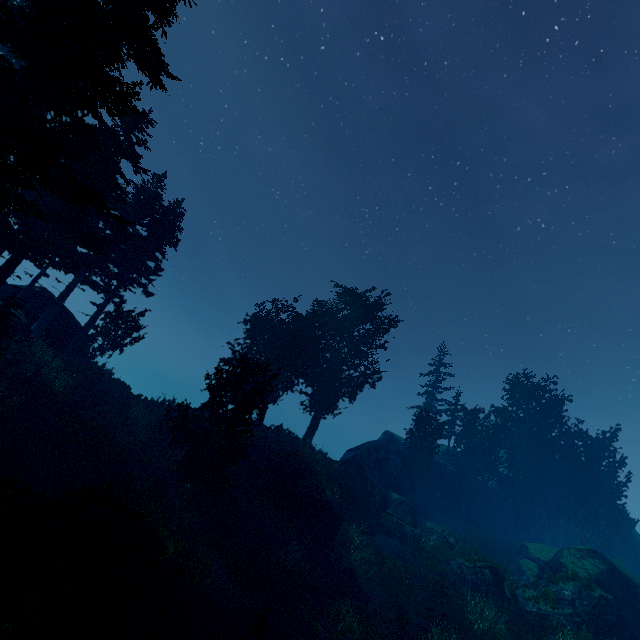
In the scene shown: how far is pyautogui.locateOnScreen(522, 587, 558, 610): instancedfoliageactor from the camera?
21.5m

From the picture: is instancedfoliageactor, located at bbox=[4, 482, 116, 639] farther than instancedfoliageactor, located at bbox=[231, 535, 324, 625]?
No

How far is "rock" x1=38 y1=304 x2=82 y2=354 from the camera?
23.8 meters

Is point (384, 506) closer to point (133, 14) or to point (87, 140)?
point (87, 140)

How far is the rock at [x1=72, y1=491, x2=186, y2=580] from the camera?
11.7 meters

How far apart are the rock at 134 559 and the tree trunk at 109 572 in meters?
0.5 m

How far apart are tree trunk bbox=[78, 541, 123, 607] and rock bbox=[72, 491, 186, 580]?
0.53m

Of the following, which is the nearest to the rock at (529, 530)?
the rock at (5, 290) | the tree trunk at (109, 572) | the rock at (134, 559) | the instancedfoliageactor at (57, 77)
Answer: the instancedfoliageactor at (57, 77)
